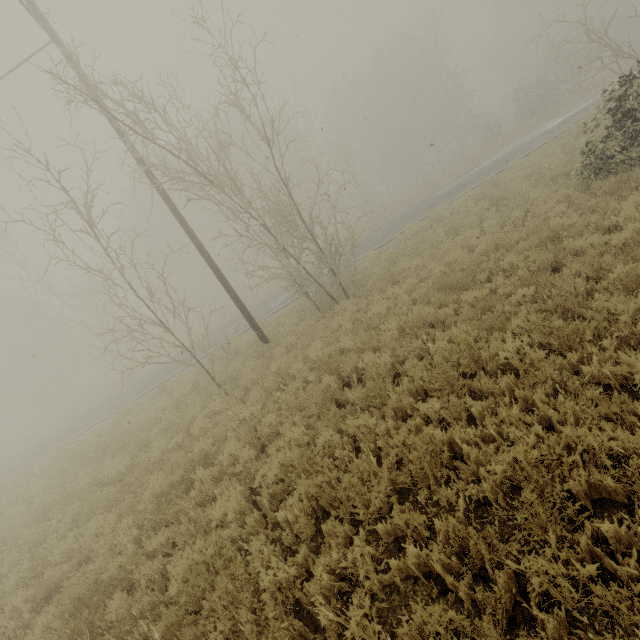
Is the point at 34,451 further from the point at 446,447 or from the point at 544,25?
the point at 544,25
